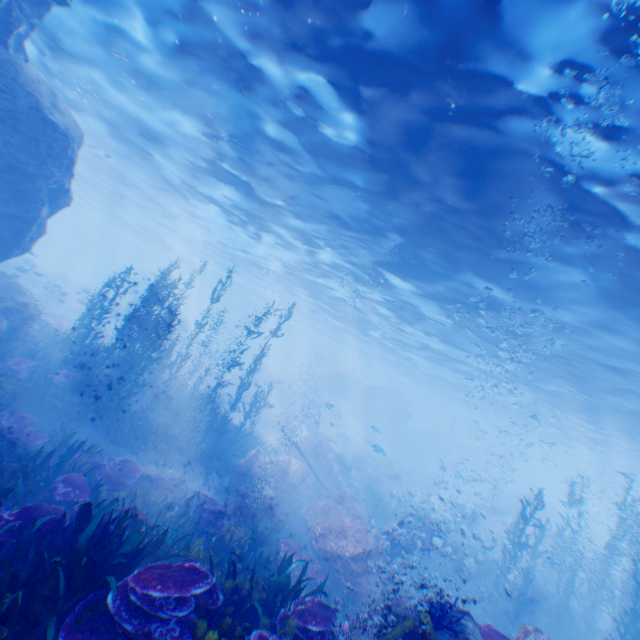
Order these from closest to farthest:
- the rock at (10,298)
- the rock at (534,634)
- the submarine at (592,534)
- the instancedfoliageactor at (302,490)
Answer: the rock at (534,634) → the rock at (10,298) → the instancedfoliageactor at (302,490) → the submarine at (592,534)

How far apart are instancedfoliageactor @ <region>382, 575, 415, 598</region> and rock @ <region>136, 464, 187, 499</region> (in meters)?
7.48

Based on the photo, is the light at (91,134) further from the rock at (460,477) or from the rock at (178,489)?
the rock at (178,489)

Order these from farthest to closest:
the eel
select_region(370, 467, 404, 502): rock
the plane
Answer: select_region(370, 467, 404, 502): rock → the plane → the eel

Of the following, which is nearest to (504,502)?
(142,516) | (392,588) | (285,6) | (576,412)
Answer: (576,412)

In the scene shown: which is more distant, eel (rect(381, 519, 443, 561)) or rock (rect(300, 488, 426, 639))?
eel (rect(381, 519, 443, 561))

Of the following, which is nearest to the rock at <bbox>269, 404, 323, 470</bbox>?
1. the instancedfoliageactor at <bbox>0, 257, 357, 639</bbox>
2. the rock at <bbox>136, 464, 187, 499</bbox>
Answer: the instancedfoliageactor at <bbox>0, 257, 357, 639</bbox>

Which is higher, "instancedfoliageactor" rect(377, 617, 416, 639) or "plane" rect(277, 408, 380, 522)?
"instancedfoliageactor" rect(377, 617, 416, 639)
